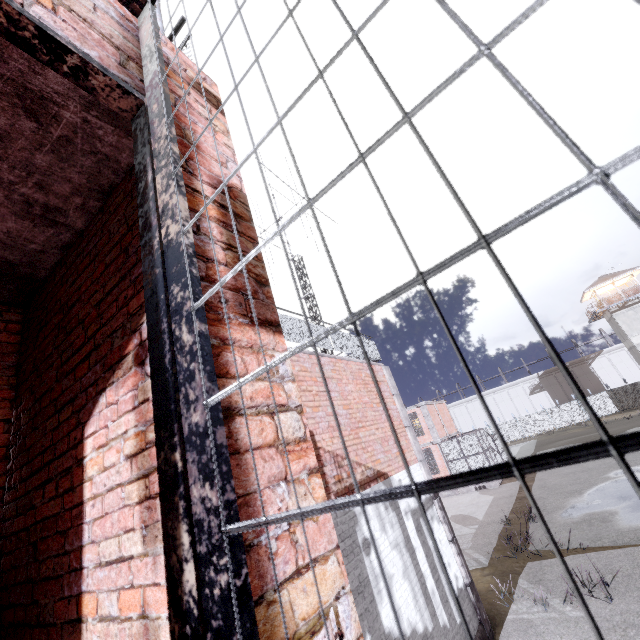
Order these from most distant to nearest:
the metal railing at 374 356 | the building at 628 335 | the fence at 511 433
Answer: the fence at 511 433
the building at 628 335
the metal railing at 374 356

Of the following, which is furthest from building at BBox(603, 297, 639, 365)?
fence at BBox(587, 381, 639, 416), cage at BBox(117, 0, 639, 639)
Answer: cage at BBox(117, 0, 639, 639)

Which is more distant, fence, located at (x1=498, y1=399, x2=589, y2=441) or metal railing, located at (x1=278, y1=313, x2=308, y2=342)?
fence, located at (x1=498, y1=399, x2=589, y2=441)

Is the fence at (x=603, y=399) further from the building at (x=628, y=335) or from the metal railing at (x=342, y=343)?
the building at (x=628, y=335)

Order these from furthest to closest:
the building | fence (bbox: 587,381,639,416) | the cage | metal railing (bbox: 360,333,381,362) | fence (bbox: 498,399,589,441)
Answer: fence (bbox: 498,399,589,441), fence (bbox: 587,381,639,416), the building, metal railing (bbox: 360,333,381,362), the cage

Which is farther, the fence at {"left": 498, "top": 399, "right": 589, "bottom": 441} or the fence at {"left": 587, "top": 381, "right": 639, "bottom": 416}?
the fence at {"left": 498, "top": 399, "right": 589, "bottom": 441}

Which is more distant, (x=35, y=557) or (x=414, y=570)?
(x=414, y=570)

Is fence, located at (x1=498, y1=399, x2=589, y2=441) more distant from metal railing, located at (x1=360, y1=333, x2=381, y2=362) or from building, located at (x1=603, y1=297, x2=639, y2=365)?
building, located at (x1=603, y1=297, x2=639, y2=365)
